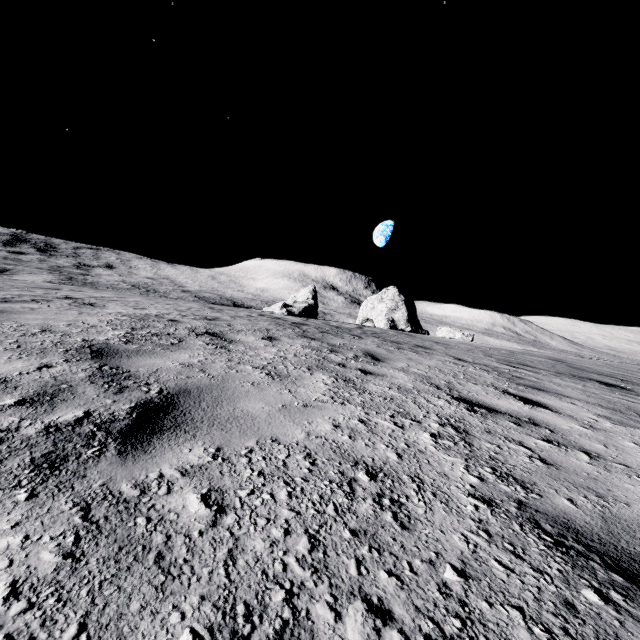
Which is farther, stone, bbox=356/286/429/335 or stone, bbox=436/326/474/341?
stone, bbox=356/286/429/335

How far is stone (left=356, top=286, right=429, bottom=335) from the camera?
35.9m

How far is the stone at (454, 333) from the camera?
27.8m

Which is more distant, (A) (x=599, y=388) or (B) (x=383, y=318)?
(B) (x=383, y=318)

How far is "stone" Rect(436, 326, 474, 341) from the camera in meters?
27.8

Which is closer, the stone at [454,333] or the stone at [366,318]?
the stone at [454,333]
